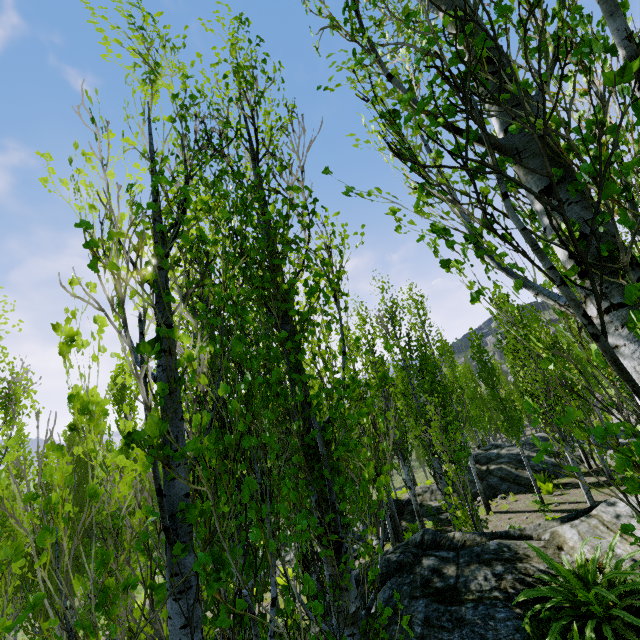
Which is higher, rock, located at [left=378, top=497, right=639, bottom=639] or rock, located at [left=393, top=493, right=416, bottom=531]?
rock, located at [left=378, top=497, right=639, bottom=639]

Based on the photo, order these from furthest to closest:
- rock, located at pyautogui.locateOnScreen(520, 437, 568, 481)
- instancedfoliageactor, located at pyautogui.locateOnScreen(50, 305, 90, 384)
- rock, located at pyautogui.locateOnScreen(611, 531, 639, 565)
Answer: rock, located at pyautogui.locateOnScreen(520, 437, 568, 481) → rock, located at pyautogui.locateOnScreen(611, 531, 639, 565) → instancedfoliageactor, located at pyautogui.locateOnScreen(50, 305, 90, 384)

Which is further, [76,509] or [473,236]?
[473,236]

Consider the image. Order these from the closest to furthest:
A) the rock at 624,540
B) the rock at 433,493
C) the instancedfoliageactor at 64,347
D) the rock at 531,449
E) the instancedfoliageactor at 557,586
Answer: the instancedfoliageactor at 64,347 → the instancedfoliageactor at 557,586 → the rock at 624,540 → the rock at 531,449 → the rock at 433,493

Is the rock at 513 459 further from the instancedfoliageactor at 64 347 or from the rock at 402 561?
the rock at 402 561

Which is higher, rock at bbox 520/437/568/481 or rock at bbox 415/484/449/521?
rock at bbox 520/437/568/481

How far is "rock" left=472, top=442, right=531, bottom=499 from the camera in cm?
1653

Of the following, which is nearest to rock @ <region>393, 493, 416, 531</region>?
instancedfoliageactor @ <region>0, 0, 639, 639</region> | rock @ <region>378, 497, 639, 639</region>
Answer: instancedfoliageactor @ <region>0, 0, 639, 639</region>
